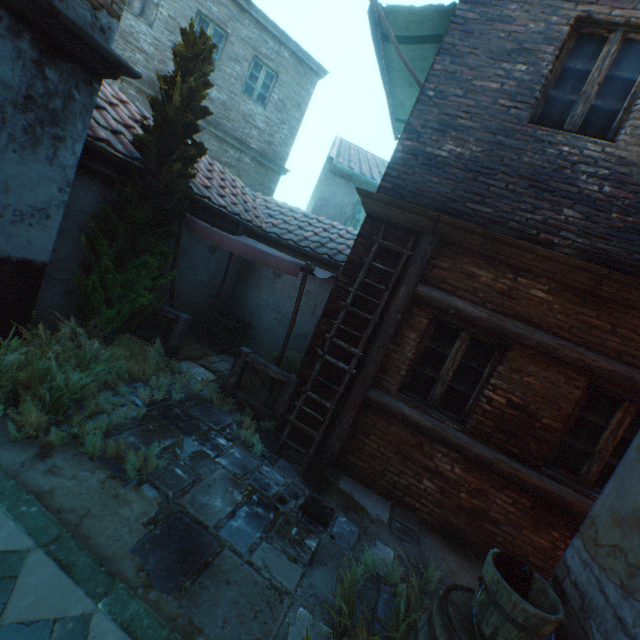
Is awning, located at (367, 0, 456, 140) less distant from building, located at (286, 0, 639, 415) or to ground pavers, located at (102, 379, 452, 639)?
building, located at (286, 0, 639, 415)

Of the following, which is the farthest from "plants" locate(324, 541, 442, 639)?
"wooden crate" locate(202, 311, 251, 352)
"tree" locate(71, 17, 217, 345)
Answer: "wooden crate" locate(202, 311, 251, 352)

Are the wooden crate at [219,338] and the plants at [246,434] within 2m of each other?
no

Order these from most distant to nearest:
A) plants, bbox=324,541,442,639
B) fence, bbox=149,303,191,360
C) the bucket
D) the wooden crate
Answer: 1. the wooden crate
2. fence, bbox=149,303,191,360
3. plants, bbox=324,541,442,639
4. the bucket

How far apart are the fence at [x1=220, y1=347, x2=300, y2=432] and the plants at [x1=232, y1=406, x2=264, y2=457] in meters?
0.3 m

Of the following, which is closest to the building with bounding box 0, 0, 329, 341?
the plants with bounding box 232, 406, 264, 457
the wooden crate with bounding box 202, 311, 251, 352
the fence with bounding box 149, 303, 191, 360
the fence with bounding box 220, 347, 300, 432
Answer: the fence with bounding box 220, 347, 300, 432

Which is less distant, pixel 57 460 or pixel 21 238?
pixel 57 460

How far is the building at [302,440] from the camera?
5.1 meters
